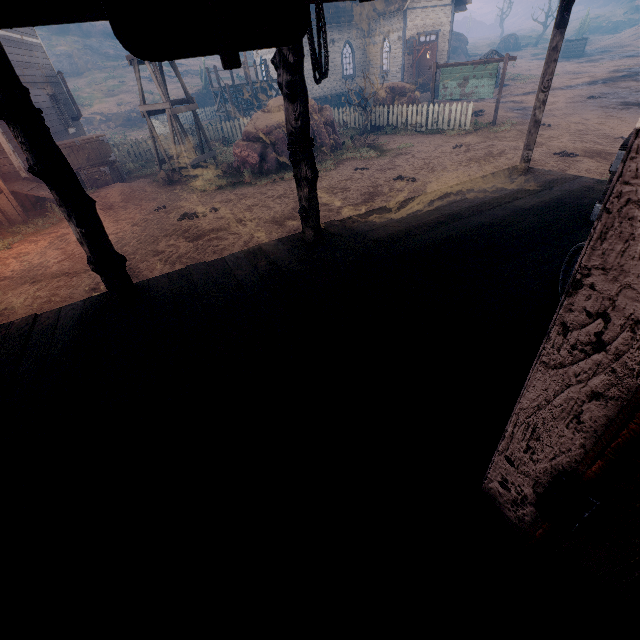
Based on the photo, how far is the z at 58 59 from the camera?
29.7 meters

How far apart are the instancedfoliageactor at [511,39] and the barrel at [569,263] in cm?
7010

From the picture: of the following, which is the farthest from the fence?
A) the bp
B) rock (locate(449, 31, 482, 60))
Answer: rock (locate(449, 31, 482, 60))

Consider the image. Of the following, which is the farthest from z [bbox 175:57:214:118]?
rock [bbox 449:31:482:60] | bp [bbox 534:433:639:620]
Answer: rock [bbox 449:31:482:60]

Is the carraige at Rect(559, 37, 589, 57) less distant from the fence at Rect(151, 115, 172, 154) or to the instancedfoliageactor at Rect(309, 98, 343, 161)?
Answer: the fence at Rect(151, 115, 172, 154)

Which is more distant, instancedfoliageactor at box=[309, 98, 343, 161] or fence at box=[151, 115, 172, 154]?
fence at box=[151, 115, 172, 154]

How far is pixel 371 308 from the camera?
3.09m

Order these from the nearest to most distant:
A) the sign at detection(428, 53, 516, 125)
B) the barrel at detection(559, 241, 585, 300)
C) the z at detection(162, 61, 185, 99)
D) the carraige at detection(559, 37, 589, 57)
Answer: the barrel at detection(559, 241, 585, 300) → the sign at detection(428, 53, 516, 125) → the z at detection(162, 61, 185, 99) → the carraige at detection(559, 37, 589, 57)
